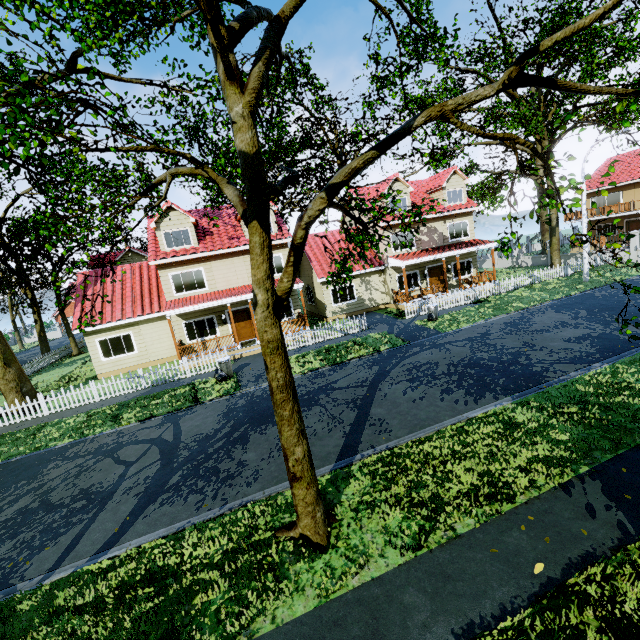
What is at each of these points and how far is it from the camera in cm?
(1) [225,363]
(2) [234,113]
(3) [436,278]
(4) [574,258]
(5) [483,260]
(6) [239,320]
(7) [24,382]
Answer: (1) trash can, 1538
(2) tree, 438
(3) door, 2498
(4) fence, 2905
(5) fence, 3881
(6) door, 2078
(7) tree, 1611

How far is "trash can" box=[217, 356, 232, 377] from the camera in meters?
15.4

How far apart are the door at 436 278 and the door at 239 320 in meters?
13.5 m

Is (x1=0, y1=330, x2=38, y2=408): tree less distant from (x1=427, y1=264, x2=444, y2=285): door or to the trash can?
(x1=427, y1=264, x2=444, y2=285): door

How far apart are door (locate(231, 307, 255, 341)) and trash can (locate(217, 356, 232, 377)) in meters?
4.9

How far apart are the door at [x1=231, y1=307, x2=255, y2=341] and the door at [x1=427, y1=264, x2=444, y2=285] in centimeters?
1352cm

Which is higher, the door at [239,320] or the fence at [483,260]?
the door at [239,320]

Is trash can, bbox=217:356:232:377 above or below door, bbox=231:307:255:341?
below
